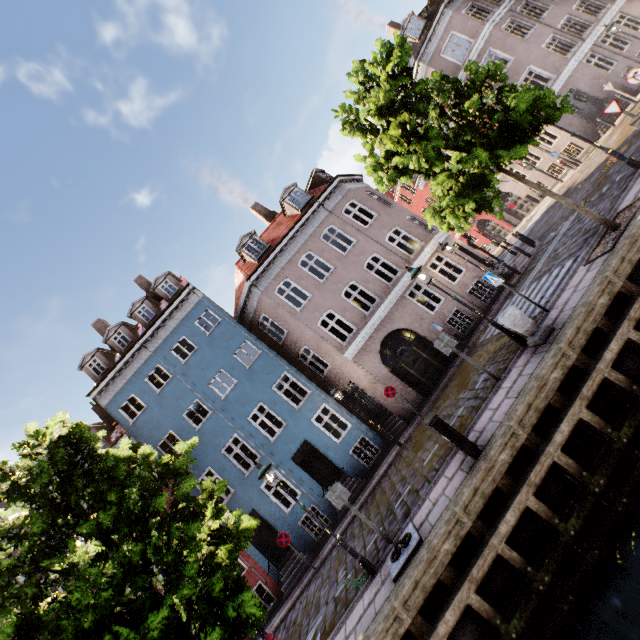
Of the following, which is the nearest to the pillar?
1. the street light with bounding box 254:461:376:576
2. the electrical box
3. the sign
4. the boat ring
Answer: the electrical box

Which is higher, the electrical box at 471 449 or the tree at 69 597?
the tree at 69 597

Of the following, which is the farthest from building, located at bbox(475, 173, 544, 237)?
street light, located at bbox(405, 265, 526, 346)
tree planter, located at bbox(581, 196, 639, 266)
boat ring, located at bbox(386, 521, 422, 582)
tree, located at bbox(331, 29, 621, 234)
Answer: boat ring, located at bbox(386, 521, 422, 582)

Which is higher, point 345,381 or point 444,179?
point 444,179

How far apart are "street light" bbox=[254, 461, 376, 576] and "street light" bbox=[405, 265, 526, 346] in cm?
651

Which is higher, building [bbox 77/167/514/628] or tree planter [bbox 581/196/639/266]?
building [bbox 77/167/514/628]

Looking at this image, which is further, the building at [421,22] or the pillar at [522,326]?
the building at [421,22]

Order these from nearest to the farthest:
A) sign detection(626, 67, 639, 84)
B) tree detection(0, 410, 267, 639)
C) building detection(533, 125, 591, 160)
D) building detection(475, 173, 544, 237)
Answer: tree detection(0, 410, 267, 639) → sign detection(626, 67, 639, 84) → building detection(533, 125, 591, 160) → building detection(475, 173, 544, 237)
